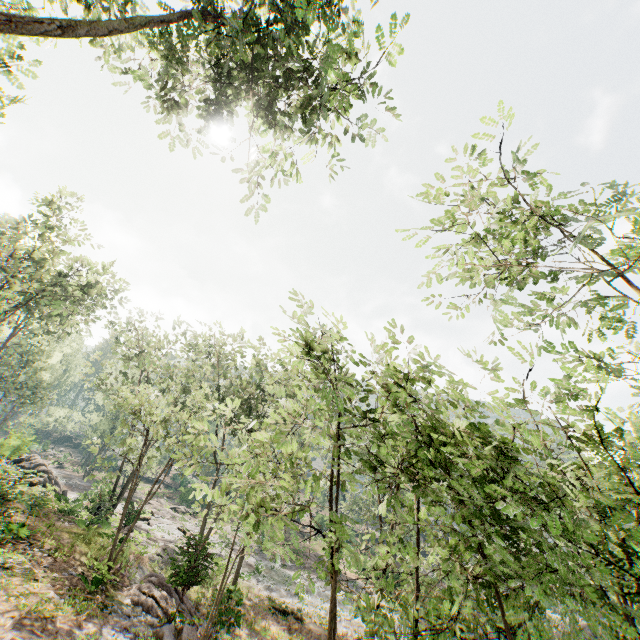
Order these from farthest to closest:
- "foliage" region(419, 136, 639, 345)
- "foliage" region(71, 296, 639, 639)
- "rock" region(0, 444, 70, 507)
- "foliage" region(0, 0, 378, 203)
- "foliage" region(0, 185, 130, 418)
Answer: "rock" region(0, 444, 70, 507) → "foliage" region(0, 185, 130, 418) → "foliage" region(419, 136, 639, 345) → "foliage" region(0, 0, 378, 203) → "foliage" region(71, 296, 639, 639)

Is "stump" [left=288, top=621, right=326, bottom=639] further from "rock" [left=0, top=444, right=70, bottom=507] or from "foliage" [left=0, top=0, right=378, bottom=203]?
"rock" [left=0, top=444, right=70, bottom=507]

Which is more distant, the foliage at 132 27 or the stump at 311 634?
the stump at 311 634

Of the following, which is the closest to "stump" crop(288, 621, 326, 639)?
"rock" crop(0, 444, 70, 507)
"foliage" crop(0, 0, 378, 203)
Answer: "foliage" crop(0, 0, 378, 203)

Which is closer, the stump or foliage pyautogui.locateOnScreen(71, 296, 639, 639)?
foliage pyautogui.locateOnScreen(71, 296, 639, 639)

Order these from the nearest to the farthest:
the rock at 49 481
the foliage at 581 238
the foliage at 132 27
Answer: the foliage at 132 27 < the foliage at 581 238 < the rock at 49 481

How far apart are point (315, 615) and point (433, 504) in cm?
2183
